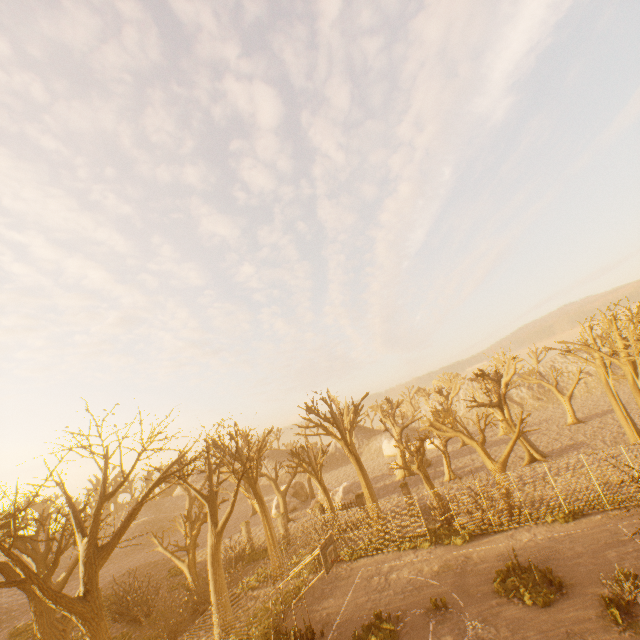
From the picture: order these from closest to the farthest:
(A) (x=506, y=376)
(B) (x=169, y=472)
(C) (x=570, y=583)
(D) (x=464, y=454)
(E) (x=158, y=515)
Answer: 1. (C) (x=570, y=583)
2. (B) (x=169, y=472)
3. (A) (x=506, y=376)
4. (D) (x=464, y=454)
5. (E) (x=158, y=515)

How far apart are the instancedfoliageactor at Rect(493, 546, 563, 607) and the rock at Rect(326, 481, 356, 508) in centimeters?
2238cm

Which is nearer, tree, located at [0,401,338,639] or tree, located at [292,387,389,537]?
tree, located at [0,401,338,639]

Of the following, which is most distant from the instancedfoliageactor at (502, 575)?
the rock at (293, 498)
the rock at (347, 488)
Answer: the rock at (293, 498)

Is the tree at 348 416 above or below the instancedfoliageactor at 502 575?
above

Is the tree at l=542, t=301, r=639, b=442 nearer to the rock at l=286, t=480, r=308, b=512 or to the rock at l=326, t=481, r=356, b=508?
the rock at l=286, t=480, r=308, b=512

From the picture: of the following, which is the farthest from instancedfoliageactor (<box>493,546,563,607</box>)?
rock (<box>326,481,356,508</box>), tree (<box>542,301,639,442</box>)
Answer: rock (<box>326,481,356,508</box>)

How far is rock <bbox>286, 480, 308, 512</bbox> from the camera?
42.0m
